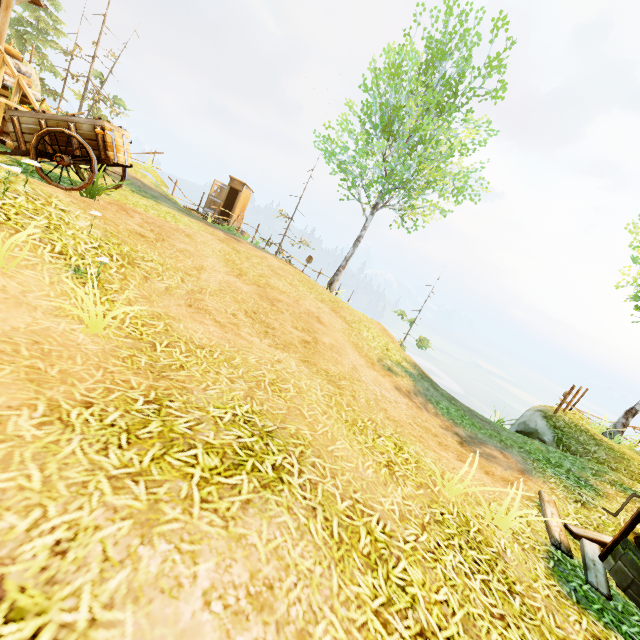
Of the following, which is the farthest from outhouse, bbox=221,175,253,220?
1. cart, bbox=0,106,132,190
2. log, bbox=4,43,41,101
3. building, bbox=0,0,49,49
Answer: cart, bbox=0,106,132,190

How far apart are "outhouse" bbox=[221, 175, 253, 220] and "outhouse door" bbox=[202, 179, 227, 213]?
0.03m

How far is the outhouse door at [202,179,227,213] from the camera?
19.6m

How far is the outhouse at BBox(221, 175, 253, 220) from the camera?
20.1m

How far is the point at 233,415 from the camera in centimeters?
310cm

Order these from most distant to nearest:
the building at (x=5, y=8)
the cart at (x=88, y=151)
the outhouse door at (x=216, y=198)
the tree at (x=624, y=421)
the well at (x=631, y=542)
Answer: the outhouse door at (x=216, y=198)
the tree at (x=624, y=421)
the building at (x=5, y=8)
the cart at (x=88, y=151)
the well at (x=631, y=542)

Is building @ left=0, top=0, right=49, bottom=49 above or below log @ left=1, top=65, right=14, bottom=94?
above

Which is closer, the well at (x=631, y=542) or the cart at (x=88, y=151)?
the well at (x=631, y=542)
